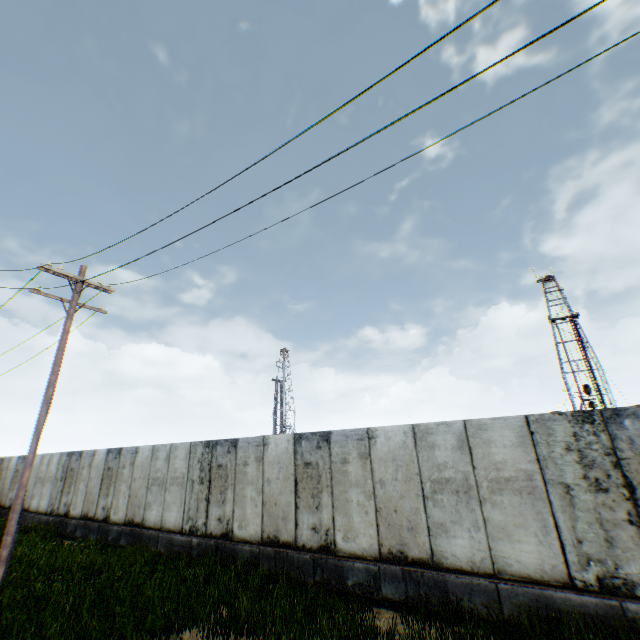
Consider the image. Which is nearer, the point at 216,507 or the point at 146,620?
the point at 146,620
